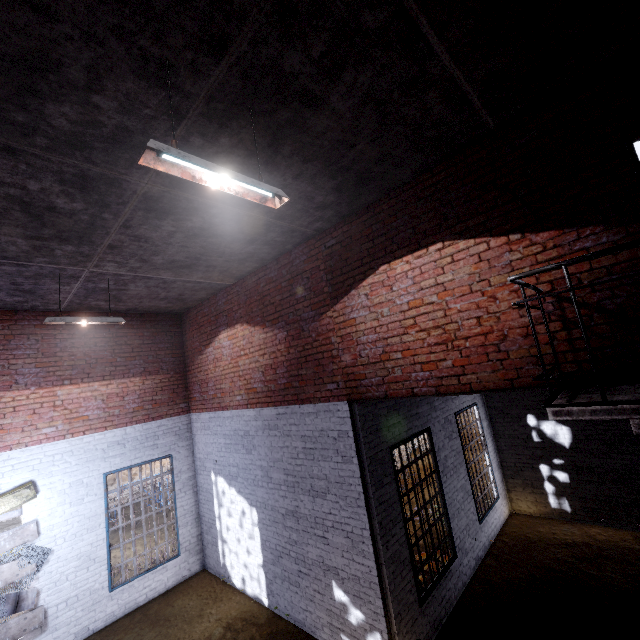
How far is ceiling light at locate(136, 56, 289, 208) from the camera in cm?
217

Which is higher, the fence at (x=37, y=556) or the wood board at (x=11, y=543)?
the wood board at (x=11, y=543)

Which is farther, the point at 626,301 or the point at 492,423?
the point at 492,423

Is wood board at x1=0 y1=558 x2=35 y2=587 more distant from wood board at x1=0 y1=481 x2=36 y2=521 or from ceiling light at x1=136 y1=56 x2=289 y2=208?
ceiling light at x1=136 y1=56 x2=289 y2=208

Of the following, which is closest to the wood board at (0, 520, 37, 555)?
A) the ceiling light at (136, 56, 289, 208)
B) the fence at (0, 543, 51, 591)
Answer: the fence at (0, 543, 51, 591)

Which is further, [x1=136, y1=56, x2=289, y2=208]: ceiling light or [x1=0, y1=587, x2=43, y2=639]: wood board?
[x1=0, y1=587, x2=43, y2=639]: wood board

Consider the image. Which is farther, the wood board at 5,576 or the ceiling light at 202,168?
the wood board at 5,576

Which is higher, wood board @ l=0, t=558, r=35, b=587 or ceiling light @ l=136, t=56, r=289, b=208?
ceiling light @ l=136, t=56, r=289, b=208
